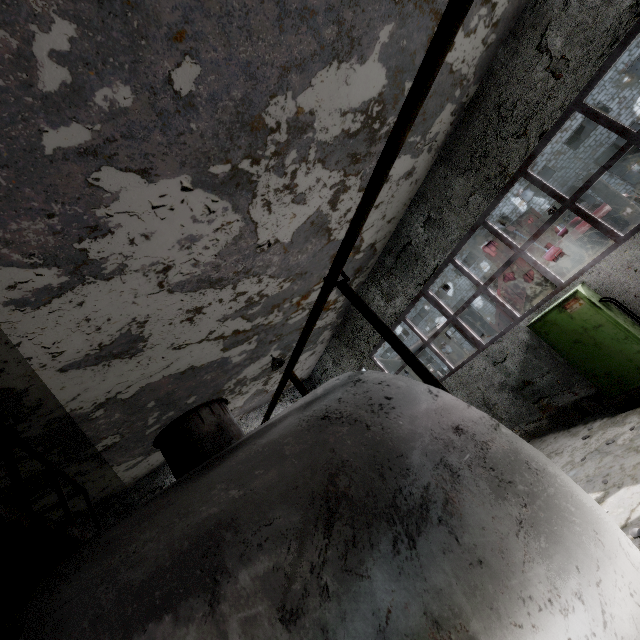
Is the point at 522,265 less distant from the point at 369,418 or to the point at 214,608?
the point at 369,418

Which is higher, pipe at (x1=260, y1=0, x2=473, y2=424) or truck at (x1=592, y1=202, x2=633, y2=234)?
pipe at (x1=260, y1=0, x2=473, y2=424)

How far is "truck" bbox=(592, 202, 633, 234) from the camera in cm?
1056

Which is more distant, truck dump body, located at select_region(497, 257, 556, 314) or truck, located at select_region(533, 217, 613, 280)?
truck dump body, located at select_region(497, 257, 556, 314)

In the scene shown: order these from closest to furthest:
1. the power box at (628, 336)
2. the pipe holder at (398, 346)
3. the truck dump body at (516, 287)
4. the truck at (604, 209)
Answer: the pipe holder at (398, 346) → the power box at (628, 336) → the truck at (604, 209) → the truck dump body at (516, 287)

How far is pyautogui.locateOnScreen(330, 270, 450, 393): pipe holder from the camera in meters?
3.1

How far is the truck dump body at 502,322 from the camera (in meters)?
17.20

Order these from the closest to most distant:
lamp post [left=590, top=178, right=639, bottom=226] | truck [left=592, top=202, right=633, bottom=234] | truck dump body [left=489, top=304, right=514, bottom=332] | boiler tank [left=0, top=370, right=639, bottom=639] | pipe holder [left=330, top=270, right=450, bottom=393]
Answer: boiler tank [left=0, top=370, right=639, bottom=639] < pipe holder [left=330, top=270, right=450, bottom=393] < lamp post [left=590, top=178, right=639, bottom=226] < truck [left=592, top=202, right=633, bottom=234] < truck dump body [left=489, top=304, right=514, bottom=332]
